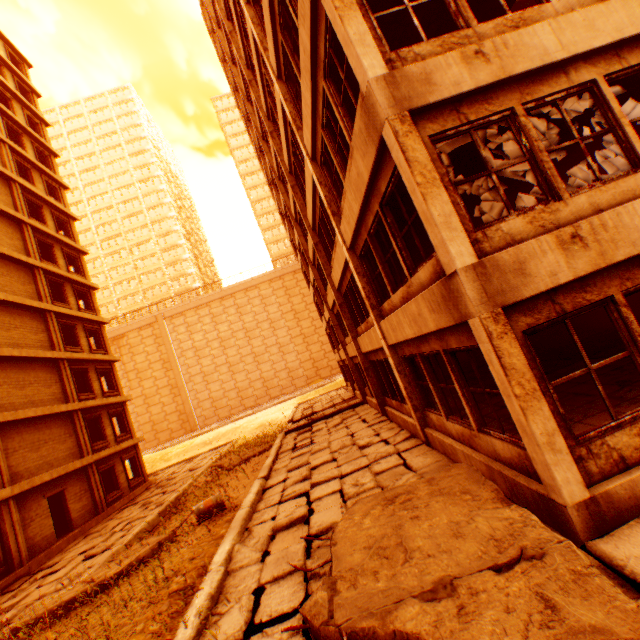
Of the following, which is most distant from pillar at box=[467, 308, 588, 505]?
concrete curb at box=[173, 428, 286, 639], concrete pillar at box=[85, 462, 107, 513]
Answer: concrete pillar at box=[85, 462, 107, 513]

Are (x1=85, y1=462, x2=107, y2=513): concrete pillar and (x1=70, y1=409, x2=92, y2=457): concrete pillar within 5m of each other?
yes

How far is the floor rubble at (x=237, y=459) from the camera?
16.85m

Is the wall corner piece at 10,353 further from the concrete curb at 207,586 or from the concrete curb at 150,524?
the concrete curb at 150,524

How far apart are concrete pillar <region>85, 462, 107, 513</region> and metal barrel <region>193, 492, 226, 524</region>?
11.9 meters

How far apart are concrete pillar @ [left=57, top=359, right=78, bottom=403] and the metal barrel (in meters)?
13.24

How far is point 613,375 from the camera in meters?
7.1

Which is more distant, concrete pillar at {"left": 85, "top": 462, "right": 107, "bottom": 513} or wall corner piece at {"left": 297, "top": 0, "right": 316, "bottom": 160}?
concrete pillar at {"left": 85, "top": 462, "right": 107, "bottom": 513}
